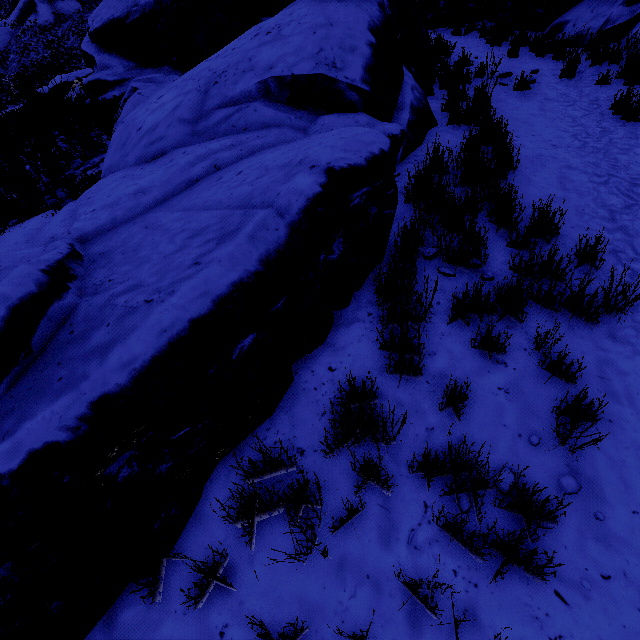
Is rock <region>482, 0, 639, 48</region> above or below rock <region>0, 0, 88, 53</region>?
below

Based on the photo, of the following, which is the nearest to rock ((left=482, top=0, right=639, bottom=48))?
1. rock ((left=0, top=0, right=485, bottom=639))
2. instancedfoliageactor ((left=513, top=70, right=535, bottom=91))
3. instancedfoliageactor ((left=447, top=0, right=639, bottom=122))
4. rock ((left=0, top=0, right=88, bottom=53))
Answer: instancedfoliageactor ((left=447, top=0, right=639, bottom=122))

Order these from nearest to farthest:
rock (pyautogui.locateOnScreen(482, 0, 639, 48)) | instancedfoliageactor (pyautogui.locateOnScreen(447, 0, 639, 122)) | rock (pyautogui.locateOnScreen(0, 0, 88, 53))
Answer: instancedfoliageactor (pyautogui.locateOnScreen(447, 0, 639, 122)), rock (pyautogui.locateOnScreen(482, 0, 639, 48)), rock (pyautogui.locateOnScreen(0, 0, 88, 53))

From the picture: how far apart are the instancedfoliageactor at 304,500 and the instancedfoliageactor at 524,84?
8.5 meters

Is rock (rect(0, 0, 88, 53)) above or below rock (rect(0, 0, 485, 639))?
above

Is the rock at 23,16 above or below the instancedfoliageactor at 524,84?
above

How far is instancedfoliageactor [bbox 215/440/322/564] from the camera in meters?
1.7

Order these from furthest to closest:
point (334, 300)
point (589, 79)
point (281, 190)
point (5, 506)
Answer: point (589, 79), point (334, 300), point (281, 190), point (5, 506)
